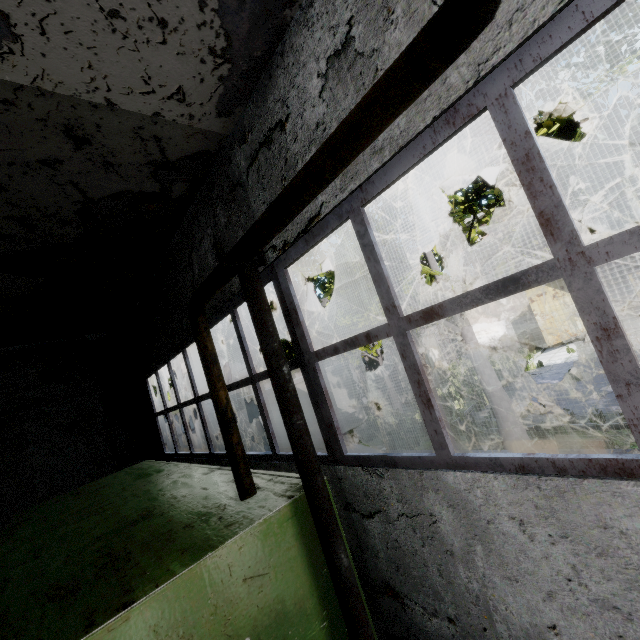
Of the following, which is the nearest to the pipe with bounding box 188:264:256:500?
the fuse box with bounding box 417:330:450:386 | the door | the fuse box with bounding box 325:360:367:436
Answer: the fuse box with bounding box 325:360:367:436

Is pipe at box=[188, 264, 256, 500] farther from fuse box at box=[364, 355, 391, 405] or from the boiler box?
fuse box at box=[364, 355, 391, 405]

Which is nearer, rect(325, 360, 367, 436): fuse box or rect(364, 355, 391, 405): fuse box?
rect(325, 360, 367, 436): fuse box

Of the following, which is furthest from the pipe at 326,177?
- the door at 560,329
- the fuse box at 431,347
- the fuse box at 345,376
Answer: the door at 560,329

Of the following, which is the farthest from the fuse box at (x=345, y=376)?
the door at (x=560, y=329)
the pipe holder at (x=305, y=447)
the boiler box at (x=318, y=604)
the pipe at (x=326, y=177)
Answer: the door at (x=560, y=329)

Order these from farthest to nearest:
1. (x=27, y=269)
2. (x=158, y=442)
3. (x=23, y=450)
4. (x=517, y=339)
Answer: (x=517, y=339)
(x=158, y=442)
(x=23, y=450)
(x=27, y=269)

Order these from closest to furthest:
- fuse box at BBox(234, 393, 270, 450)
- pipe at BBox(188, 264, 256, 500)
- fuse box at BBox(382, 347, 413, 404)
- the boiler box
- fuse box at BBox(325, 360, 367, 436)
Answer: the boiler box → pipe at BBox(188, 264, 256, 500) → fuse box at BBox(234, 393, 270, 450) → fuse box at BBox(325, 360, 367, 436) → fuse box at BBox(382, 347, 413, 404)

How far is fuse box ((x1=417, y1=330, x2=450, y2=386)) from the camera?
21.0 meters
